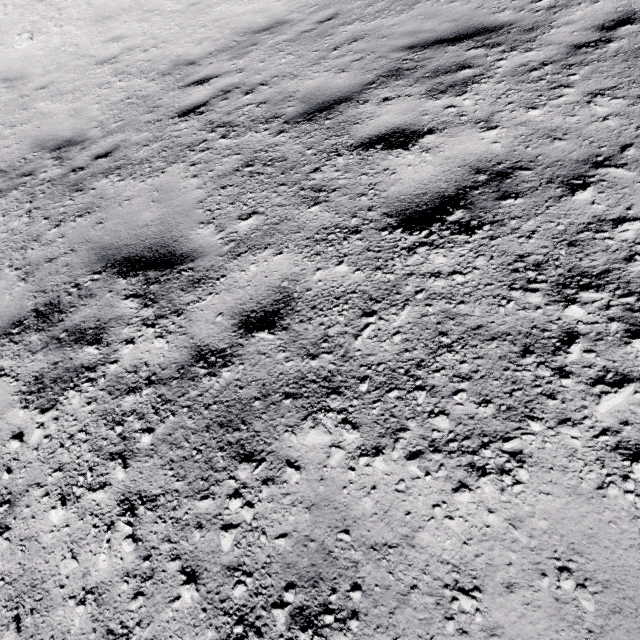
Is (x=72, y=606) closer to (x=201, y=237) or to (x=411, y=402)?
(x=411, y=402)
